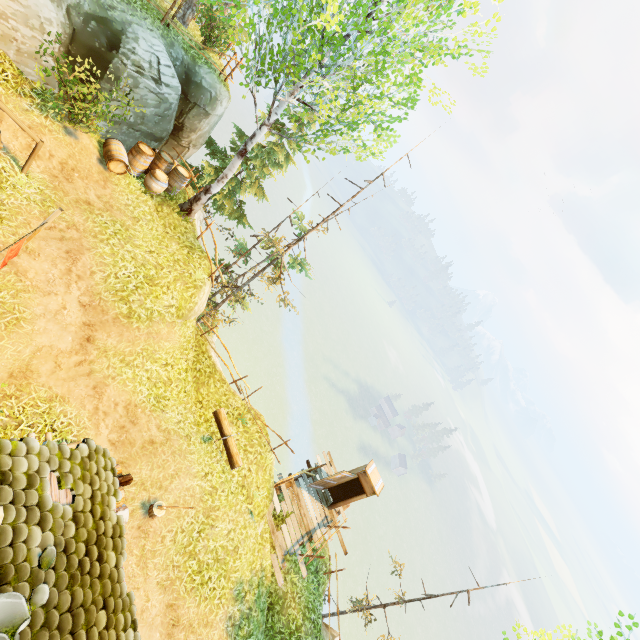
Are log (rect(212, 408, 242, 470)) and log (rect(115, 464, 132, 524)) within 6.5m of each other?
yes

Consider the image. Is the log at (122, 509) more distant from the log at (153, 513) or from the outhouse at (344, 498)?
the outhouse at (344, 498)

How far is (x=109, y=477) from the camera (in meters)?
5.11

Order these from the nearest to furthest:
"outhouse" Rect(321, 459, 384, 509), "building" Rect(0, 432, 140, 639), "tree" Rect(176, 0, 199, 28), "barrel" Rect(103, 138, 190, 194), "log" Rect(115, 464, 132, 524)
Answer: "building" Rect(0, 432, 140, 639) < "log" Rect(115, 464, 132, 524) < "barrel" Rect(103, 138, 190, 194) < "tree" Rect(176, 0, 199, 28) < "outhouse" Rect(321, 459, 384, 509)

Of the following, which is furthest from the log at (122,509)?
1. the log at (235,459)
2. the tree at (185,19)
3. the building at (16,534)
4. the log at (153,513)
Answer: the tree at (185,19)

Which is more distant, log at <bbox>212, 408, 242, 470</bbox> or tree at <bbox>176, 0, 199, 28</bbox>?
tree at <bbox>176, 0, 199, 28</bbox>

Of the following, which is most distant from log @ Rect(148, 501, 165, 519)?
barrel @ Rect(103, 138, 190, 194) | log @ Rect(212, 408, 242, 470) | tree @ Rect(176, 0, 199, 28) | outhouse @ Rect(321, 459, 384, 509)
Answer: tree @ Rect(176, 0, 199, 28)

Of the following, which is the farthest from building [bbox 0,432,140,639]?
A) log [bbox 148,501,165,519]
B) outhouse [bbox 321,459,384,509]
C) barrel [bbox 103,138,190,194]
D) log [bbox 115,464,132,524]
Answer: outhouse [bbox 321,459,384,509]
